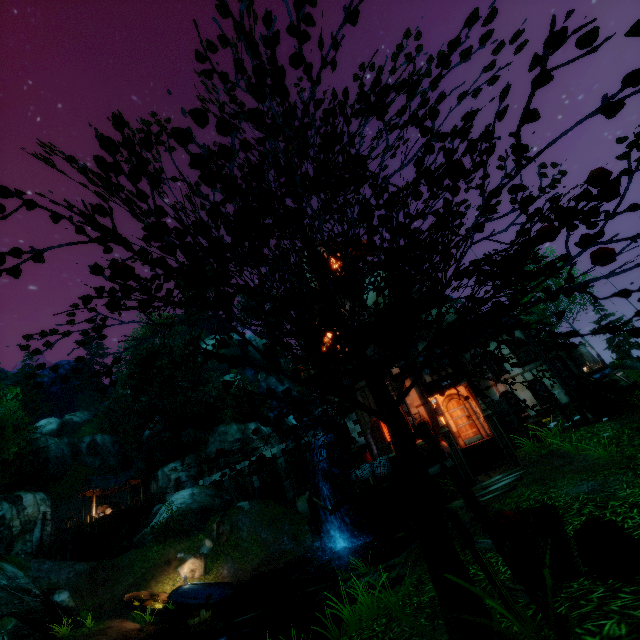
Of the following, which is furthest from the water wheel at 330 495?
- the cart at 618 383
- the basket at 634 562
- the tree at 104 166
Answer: the basket at 634 562

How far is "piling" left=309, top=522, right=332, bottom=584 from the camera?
17.6m

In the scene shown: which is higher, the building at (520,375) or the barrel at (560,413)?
the building at (520,375)

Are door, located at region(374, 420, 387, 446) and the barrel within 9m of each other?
yes

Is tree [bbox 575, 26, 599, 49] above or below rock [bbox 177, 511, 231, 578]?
above

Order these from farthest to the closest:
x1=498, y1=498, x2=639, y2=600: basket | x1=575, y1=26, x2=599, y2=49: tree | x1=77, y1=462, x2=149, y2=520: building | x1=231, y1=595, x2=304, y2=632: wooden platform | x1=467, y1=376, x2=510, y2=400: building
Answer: x1=77, y1=462, x2=149, y2=520: building, x1=467, y1=376, x2=510, y2=400: building, x1=231, y1=595, x2=304, y2=632: wooden platform, x1=498, y1=498, x2=639, y2=600: basket, x1=575, y1=26, x2=599, y2=49: tree

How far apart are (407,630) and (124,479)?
41.57m

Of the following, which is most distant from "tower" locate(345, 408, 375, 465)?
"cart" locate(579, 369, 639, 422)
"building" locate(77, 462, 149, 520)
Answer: "building" locate(77, 462, 149, 520)
